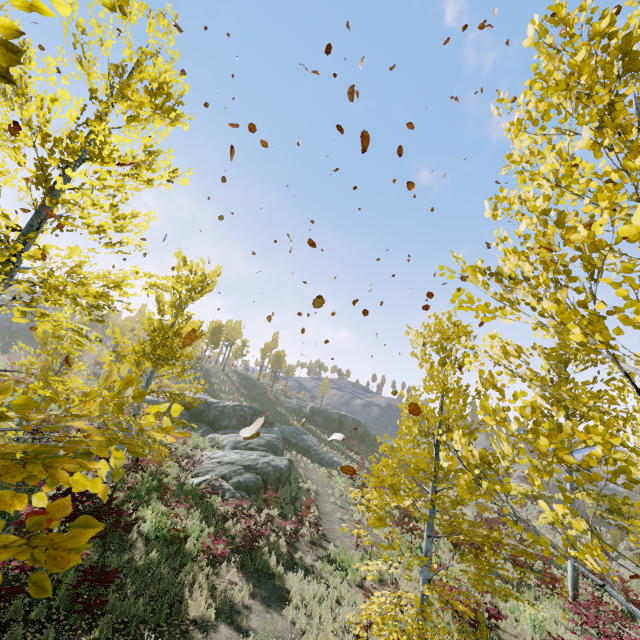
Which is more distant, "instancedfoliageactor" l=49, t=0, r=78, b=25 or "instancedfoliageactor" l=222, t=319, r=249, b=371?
"instancedfoliageactor" l=222, t=319, r=249, b=371

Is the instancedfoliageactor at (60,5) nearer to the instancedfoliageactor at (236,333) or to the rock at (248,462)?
the rock at (248,462)

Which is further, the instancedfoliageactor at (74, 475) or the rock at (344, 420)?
the rock at (344, 420)

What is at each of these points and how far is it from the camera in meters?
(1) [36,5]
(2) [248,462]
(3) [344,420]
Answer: (1) instancedfoliageactor, 1.0 m
(2) rock, 18.5 m
(3) rock, 46.6 m

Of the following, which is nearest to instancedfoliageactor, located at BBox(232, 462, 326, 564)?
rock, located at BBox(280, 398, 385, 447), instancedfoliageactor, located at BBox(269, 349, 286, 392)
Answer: rock, located at BBox(280, 398, 385, 447)

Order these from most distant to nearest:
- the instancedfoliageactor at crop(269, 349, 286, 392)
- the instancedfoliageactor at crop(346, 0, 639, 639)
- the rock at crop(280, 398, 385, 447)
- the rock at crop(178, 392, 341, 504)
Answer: the instancedfoliageactor at crop(269, 349, 286, 392) → the rock at crop(280, 398, 385, 447) → the rock at crop(178, 392, 341, 504) → the instancedfoliageactor at crop(346, 0, 639, 639)

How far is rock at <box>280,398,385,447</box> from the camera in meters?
45.5

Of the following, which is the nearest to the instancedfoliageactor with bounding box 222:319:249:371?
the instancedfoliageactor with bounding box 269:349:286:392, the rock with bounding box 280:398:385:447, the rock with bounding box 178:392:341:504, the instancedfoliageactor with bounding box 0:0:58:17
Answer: the instancedfoliageactor with bounding box 269:349:286:392
